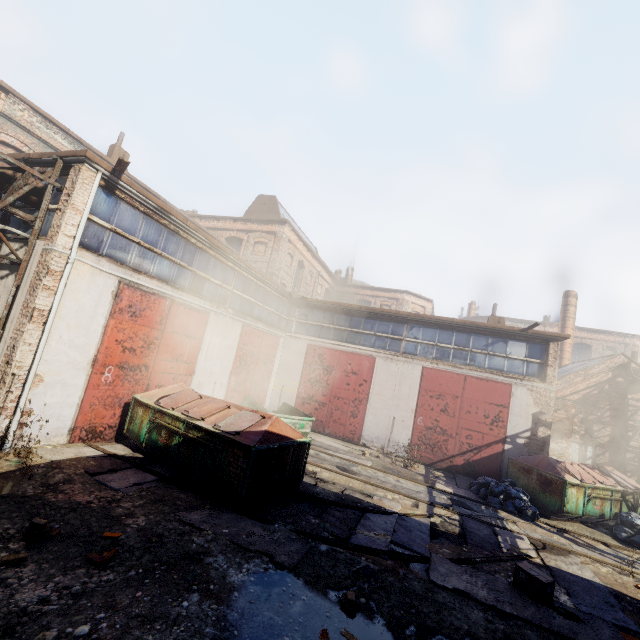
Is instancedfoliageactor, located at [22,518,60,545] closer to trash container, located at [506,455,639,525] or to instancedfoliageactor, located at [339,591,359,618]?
instancedfoliageactor, located at [339,591,359,618]

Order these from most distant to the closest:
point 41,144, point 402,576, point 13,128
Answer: point 41,144 < point 13,128 < point 402,576

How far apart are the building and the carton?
22.7m

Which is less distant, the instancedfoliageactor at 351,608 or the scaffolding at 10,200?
the instancedfoliageactor at 351,608

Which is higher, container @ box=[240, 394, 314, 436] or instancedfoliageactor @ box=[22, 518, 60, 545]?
container @ box=[240, 394, 314, 436]

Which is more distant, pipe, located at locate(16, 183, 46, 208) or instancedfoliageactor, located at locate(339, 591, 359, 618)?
pipe, located at locate(16, 183, 46, 208)

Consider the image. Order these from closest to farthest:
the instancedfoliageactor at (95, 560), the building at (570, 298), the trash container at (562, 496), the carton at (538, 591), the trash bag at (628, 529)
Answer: the instancedfoliageactor at (95, 560) → the carton at (538, 591) → the trash bag at (628, 529) → the trash container at (562, 496) → the building at (570, 298)

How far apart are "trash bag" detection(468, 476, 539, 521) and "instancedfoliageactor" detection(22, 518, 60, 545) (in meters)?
11.27
